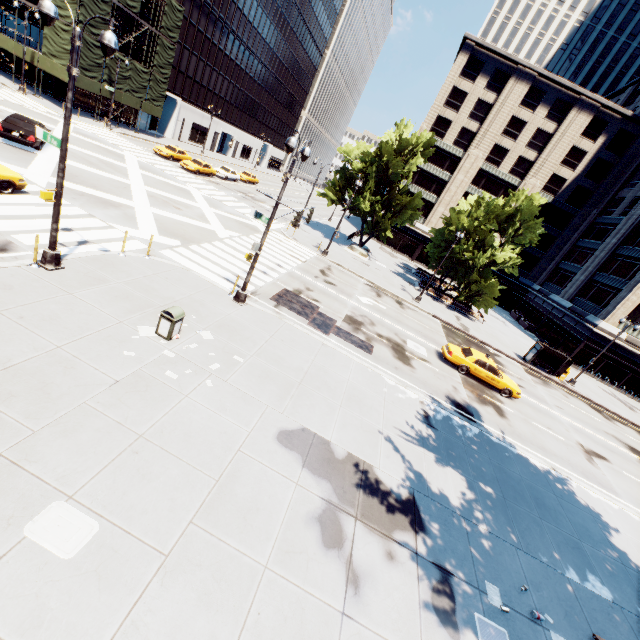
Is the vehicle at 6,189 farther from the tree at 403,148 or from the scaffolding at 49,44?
the scaffolding at 49,44

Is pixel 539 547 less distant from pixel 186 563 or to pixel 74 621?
pixel 186 563

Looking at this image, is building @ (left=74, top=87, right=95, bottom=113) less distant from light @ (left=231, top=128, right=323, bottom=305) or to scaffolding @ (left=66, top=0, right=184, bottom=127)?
scaffolding @ (left=66, top=0, right=184, bottom=127)

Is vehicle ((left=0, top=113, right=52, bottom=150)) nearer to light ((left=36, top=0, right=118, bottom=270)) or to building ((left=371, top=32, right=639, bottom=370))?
light ((left=36, top=0, right=118, bottom=270))

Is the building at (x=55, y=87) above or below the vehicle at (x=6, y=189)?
above

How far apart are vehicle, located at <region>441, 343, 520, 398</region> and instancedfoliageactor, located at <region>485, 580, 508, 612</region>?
13.1 meters

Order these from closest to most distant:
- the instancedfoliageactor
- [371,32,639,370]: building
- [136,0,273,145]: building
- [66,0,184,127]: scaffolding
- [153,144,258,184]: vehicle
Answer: the instancedfoliageactor
[66,0,184,127]: scaffolding
[153,144,258,184]: vehicle
[371,32,639,370]: building
[136,0,273,145]: building

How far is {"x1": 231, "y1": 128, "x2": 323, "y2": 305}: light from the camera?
11.4m
